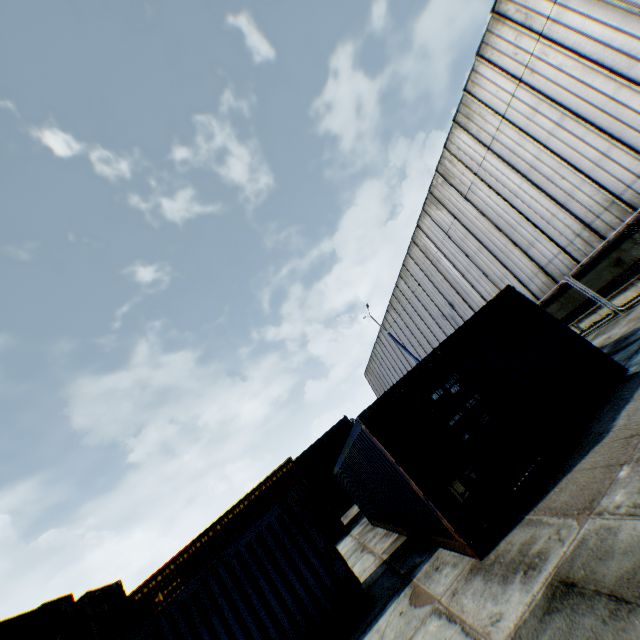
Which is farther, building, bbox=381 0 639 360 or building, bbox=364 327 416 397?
building, bbox=364 327 416 397

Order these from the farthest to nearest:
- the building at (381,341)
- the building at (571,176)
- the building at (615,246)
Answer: the building at (381,341), the building at (615,246), the building at (571,176)

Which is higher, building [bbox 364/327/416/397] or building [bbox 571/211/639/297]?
building [bbox 364/327/416/397]

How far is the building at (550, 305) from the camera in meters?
14.6 m

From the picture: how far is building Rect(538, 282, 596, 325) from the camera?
14.64m

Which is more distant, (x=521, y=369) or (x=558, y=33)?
(x=558, y=33)
